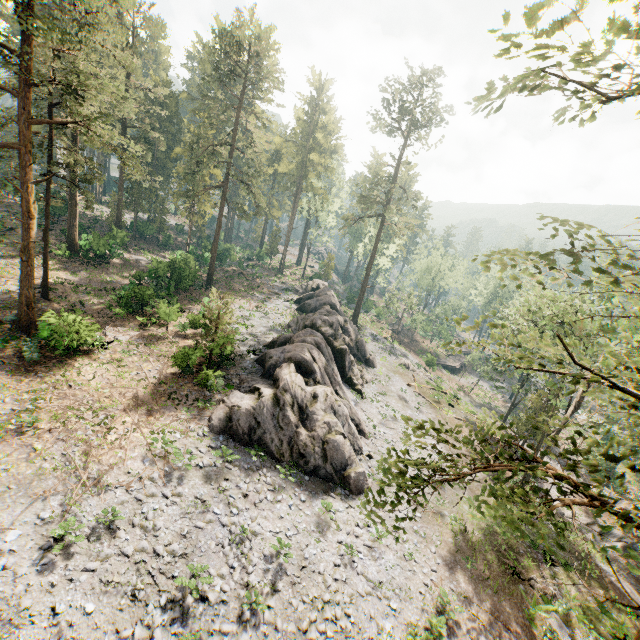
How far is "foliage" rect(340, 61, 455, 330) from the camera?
40.03m

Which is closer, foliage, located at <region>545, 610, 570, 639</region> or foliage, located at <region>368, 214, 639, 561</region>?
foliage, located at <region>368, 214, 639, 561</region>

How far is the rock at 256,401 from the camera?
19.2 meters

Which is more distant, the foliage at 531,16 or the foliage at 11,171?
the foliage at 11,171

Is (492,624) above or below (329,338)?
below

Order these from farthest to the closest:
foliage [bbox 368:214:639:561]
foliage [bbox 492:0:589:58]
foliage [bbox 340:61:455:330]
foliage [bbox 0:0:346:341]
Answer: foliage [bbox 340:61:455:330]
foliage [bbox 0:0:346:341]
foliage [bbox 368:214:639:561]
foliage [bbox 492:0:589:58]

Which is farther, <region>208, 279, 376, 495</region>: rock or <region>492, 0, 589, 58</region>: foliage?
<region>208, 279, 376, 495</region>: rock

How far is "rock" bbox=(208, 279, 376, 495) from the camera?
19.2 meters
